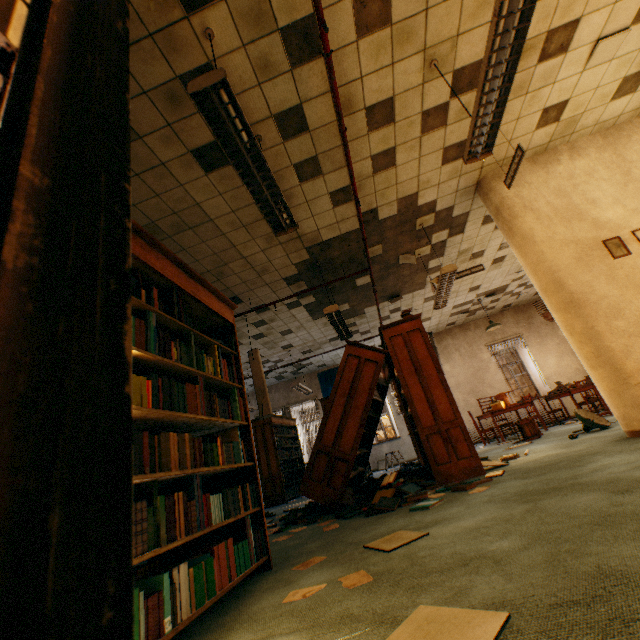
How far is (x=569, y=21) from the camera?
3.3 meters

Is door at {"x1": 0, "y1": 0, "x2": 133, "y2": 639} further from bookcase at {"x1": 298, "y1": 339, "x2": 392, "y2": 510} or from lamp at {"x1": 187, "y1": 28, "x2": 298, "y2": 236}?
bookcase at {"x1": 298, "y1": 339, "x2": 392, "y2": 510}

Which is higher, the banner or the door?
the banner

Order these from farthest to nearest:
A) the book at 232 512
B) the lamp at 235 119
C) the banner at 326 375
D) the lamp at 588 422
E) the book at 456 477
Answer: the banner at 326 375 → the lamp at 588 422 → the book at 456 477 → the lamp at 235 119 → the book at 232 512

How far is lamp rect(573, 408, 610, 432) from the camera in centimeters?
504cm

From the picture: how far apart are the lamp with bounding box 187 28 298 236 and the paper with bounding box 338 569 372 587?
2.82m

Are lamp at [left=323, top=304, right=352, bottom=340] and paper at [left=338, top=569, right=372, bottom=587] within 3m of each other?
no

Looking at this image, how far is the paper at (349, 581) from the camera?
1.6 meters
